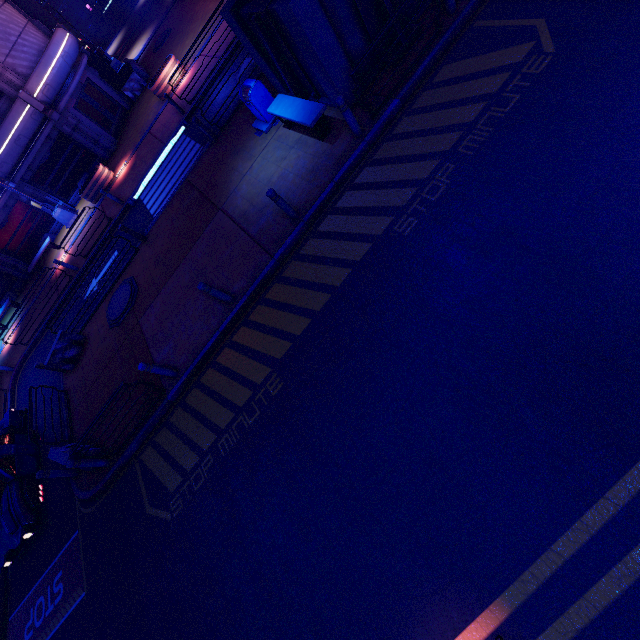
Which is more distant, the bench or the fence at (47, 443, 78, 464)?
the fence at (47, 443, 78, 464)

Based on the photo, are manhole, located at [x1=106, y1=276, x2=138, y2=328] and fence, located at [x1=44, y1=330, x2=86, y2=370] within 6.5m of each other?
yes

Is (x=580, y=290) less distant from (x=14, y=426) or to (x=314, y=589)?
(x=314, y=589)

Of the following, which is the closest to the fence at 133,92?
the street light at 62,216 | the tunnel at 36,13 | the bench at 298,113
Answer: the tunnel at 36,13

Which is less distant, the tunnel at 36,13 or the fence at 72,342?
the fence at 72,342

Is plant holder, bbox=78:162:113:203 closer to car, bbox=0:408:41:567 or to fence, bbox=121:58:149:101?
fence, bbox=121:58:149:101

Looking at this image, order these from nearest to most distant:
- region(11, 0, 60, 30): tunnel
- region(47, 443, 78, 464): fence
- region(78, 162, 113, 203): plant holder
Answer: region(47, 443, 78, 464): fence, region(78, 162, 113, 203): plant holder, region(11, 0, 60, 30): tunnel

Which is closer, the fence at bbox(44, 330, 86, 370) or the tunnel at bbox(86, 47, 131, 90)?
the fence at bbox(44, 330, 86, 370)
